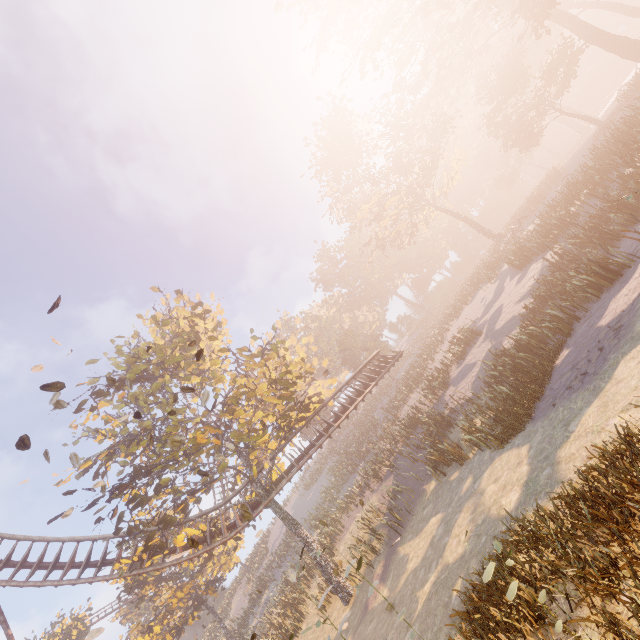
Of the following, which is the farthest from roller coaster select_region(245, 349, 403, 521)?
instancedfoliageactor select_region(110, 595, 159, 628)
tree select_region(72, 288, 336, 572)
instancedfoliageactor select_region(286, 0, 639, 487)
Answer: instancedfoliageactor select_region(286, 0, 639, 487)

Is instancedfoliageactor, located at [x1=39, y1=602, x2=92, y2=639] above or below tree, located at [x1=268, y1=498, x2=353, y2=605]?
above

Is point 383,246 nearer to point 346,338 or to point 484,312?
point 484,312

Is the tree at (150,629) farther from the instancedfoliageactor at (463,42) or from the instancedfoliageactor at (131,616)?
the instancedfoliageactor at (131,616)

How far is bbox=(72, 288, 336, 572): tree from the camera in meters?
15.9

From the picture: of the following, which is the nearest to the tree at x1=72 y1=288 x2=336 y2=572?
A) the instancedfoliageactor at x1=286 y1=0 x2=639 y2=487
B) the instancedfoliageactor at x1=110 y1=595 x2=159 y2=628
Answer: the instancedfoliageactor at x1=286 y1=0 x2=639 y2=487

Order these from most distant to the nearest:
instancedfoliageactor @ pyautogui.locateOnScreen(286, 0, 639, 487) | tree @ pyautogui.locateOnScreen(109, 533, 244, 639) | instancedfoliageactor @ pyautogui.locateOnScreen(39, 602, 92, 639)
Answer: instancedfoliageactor @ pyautogui.locateOnScreen(39, 602, 92, 639) < tree @ pyautogui.locateOnScreen(109, 533, 244, 639) < instancedfoliageactor @ pyautogui.locateOnScreen(286, 0, 639, 487)

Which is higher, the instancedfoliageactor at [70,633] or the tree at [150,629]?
the instancedfoliageactor at [70,633]
